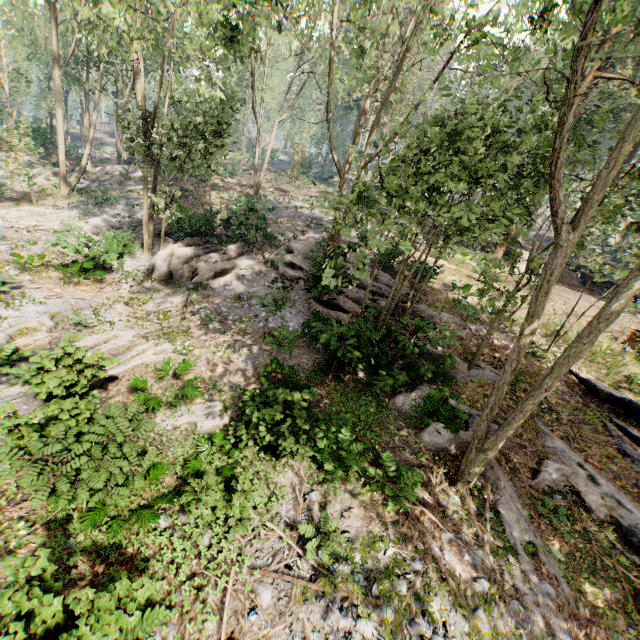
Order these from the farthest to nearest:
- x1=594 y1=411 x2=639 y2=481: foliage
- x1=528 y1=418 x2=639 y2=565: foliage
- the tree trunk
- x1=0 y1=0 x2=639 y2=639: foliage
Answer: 1. the tree trunk
2. x1=594 y1=411 x2=639 y2=481: foliage
3. x1=528 y1=418 x2=639 y2=565: foliage
4. x1=0 y1=0 x2=639 y2=639: foliage

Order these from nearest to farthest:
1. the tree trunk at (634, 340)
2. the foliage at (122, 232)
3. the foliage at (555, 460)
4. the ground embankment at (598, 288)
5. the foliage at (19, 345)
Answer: the foliage at (555, 460)
the foliage at (19, 345)
the tree trunk at (634, 340)
the foliage at (122, 232)
the ground embankment at (598, 288)

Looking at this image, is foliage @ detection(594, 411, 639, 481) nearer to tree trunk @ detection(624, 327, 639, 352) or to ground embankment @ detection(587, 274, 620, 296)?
ground embankment @ detection(587, 274, 620, 296)

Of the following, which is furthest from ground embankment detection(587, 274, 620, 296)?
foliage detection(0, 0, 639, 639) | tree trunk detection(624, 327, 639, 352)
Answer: tree trunk detection(624, 327, 639, 352)

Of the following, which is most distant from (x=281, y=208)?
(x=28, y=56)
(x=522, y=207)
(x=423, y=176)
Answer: (x=28, y=56)

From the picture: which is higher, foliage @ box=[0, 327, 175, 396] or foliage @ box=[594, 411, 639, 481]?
foliage @ box=[594, 411, 639, 481]

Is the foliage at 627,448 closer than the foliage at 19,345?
Yes
